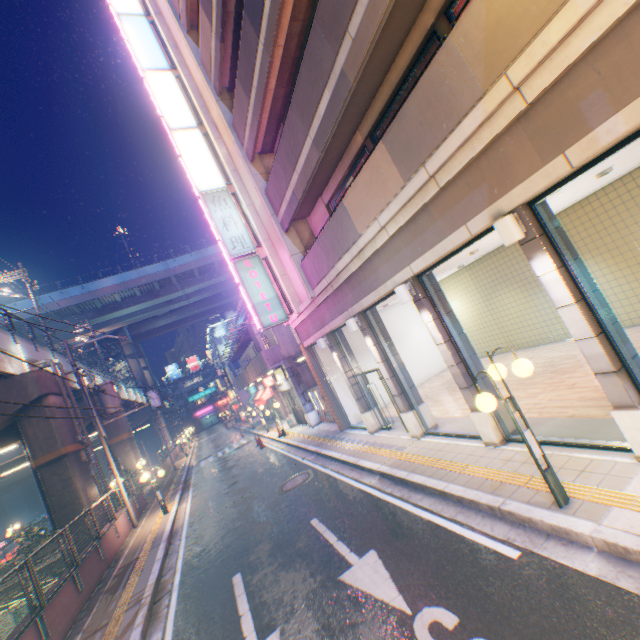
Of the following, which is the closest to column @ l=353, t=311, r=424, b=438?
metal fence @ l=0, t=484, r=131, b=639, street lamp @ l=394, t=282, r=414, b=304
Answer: street lamp @ l=394, t=282, r=414, b=304

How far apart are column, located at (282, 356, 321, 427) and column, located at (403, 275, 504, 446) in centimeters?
1267cm

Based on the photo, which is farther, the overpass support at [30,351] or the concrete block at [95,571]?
the overpass support at [30,351]

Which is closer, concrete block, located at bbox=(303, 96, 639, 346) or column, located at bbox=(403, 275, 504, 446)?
concrete block, located at bbox=(303, 96, 639, 346)

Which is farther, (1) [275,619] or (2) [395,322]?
(2) [395,322]

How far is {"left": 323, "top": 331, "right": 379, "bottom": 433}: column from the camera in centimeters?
1237cm

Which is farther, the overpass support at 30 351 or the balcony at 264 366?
the balcony at 264 366

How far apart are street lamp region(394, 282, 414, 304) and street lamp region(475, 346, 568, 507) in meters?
2.5
